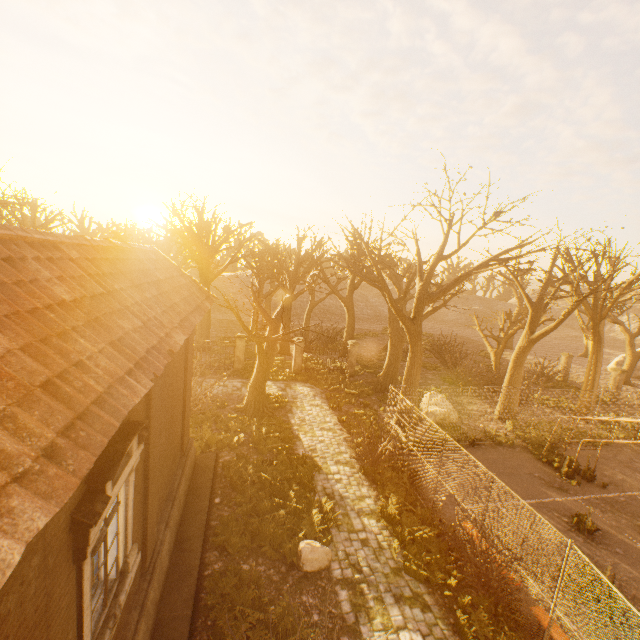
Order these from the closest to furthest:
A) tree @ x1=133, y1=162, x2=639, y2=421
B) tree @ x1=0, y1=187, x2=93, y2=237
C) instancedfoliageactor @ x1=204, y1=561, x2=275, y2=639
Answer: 1. instancedfoliageactor @ x1=204, y1=561, x2=275, y2=639
2. tree @ x1=133, y1=162, x2=639, y2=421
3. tree @ x1=0, y1=187, x2=93, y2=237

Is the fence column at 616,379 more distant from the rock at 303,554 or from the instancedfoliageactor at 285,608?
the instancedfoliageactor at 285,608

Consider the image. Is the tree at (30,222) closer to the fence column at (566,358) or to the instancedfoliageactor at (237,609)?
the instancedfoliageactor at (237,609)

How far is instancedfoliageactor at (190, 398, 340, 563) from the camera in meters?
8.8

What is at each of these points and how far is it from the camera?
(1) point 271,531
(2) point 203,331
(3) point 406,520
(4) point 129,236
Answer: (1) instancedfoliageactor, 8.81m
(2) tree, 25.33m
(3) instancedfoliageactor, 9.86m
(4) tree, 19.56m

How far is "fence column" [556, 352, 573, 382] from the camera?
28.07m

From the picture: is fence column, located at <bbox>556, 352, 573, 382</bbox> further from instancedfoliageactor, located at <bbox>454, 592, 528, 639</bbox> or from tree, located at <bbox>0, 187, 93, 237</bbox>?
instancedfoliageactor, located at <bbox>454, 592, 528, 639</bbox>

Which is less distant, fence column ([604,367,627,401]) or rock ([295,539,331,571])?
rock ([295,539,331,571])
